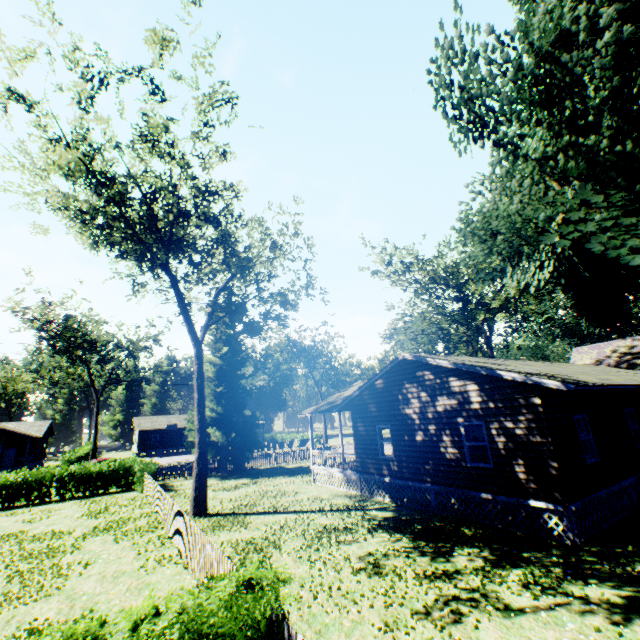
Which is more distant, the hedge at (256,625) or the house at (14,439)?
the house at (14,439)

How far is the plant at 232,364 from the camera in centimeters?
2725cm

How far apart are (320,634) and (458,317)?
39.39m

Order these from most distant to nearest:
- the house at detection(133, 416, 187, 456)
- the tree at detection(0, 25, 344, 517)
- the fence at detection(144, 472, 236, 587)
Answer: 1. the house at detection(133, 416, 187, 456)
2. the tree at detection(0, 25, 344, 517)
3. the fence at detection(144, 472, 236, 587)

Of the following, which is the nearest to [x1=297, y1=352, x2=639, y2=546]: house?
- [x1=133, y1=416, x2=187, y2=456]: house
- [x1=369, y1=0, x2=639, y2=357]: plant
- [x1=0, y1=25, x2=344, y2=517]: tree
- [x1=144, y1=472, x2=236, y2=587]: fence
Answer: [x1=369, y1=0, x2=639, y2=357]: plant

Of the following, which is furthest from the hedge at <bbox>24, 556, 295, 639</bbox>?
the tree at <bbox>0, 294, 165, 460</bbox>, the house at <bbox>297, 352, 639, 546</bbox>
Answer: the tree at <bbox>0, 294, 165, 460</bbox>

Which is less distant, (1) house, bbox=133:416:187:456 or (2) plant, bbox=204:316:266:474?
(2) plant, bbox=204:316:266:474

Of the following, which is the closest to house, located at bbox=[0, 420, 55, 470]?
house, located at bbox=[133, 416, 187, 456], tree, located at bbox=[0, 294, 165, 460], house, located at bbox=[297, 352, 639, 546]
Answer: tree, located at bbox=[0, 294, 165, 460]
